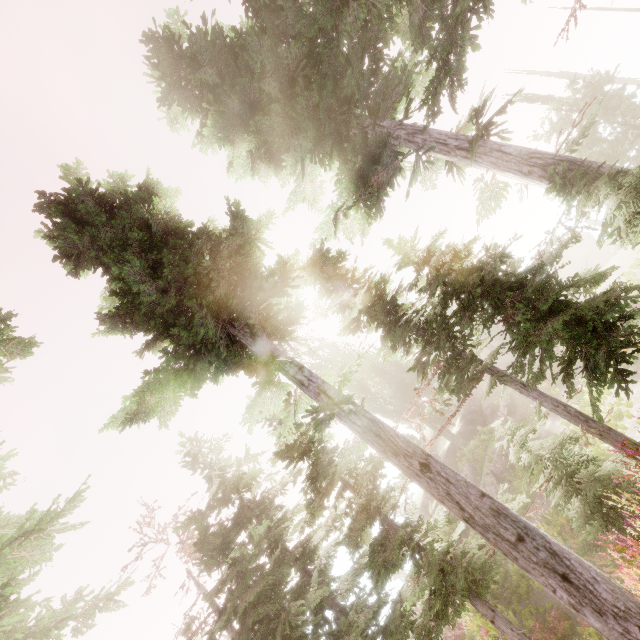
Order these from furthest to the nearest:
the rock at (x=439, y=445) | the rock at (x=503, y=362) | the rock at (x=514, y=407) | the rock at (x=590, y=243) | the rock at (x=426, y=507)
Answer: the rock at (x=590, y=243), the rock at (x=503, y=362), the rock at (x=439, y=445), the rock at (x=426, y=507), the rock at (x=514, y=407)

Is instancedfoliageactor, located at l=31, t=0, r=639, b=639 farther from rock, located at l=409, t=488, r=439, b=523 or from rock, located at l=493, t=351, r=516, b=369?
rock, located at l=409, t=488, r=439, b=523

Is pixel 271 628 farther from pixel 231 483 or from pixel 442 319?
pixel 442 319

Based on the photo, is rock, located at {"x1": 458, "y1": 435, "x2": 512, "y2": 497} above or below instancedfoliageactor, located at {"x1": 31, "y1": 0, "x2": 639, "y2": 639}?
below

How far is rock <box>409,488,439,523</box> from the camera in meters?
32.0

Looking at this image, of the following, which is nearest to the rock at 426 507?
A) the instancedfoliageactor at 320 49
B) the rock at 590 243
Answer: the rock at 590 243

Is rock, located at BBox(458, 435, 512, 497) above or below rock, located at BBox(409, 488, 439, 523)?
below

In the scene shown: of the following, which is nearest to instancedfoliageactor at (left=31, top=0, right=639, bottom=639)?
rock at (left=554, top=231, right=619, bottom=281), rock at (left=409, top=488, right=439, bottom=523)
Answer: rock at (left=554, top=231, right=619, bottom=281)
